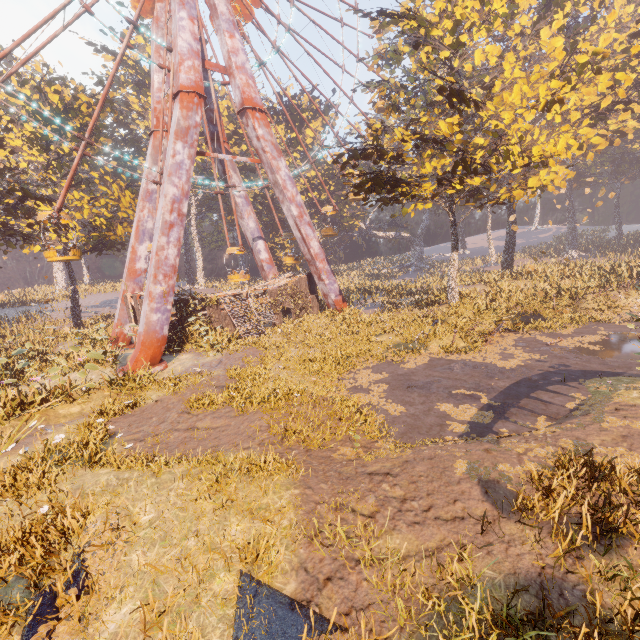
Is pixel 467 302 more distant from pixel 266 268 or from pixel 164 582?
pixel 164 582

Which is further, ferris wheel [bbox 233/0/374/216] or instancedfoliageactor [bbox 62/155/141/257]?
instancedfoliageactor [bbox 62/155/141/257]

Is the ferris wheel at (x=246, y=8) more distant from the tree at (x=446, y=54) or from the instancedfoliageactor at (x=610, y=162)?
the instancedfoliageactor at (x=610, y=162)

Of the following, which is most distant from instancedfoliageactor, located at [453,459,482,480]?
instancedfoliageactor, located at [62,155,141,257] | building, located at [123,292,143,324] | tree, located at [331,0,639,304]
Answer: building, located at [123,292,143,324]

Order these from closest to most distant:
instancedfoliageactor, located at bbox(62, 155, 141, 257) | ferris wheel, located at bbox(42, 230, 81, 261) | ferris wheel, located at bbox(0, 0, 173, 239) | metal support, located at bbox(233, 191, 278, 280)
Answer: ferris wheel, located at bbox(0, 0, 173, 239)
ferris wheel, located at bbox(42, 230, 81, 261)
instancedfoliageactor, located at bbox(62, 155, 141, 257)
metal support, located at bbox(233, 191, 278, 280)

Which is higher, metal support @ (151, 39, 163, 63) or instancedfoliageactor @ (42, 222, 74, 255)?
metal support @ (151, 39, 163, 63)

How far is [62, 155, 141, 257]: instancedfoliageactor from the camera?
24.89m

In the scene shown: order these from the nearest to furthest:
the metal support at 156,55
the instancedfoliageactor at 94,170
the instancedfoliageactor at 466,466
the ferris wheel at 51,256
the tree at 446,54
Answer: the instancedfoliageactor at 466,466
the tree at 446,54
the ferris wheel at 51,256
the metal support at 156,55
the instancedfoliageactor at 94,170
